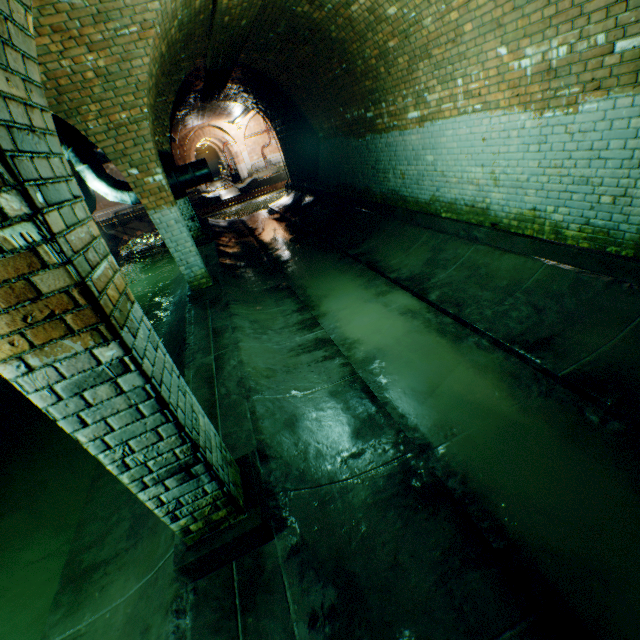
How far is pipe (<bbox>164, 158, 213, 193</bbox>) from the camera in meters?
9.4

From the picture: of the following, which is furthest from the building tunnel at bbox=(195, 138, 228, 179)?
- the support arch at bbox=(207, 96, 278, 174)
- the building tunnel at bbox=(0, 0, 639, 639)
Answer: the building tunnel at bbox=(0, 0, 639, 639)

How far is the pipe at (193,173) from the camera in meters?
9.4 m

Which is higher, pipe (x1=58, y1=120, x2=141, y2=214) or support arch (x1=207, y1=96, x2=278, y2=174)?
support arch (x1=207, y1=96, x2=278, y2=174)

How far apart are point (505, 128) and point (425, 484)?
4.5 meters

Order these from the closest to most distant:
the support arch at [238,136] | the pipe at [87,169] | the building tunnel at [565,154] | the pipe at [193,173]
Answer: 1. the building tunnel at [565,154]
2. the pipe at [87,169]
3. the pipe at [193,173]
4. the support arch at [238,136]

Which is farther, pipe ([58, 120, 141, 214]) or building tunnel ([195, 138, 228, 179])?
building tunnel ([195, 138, 228, 179])

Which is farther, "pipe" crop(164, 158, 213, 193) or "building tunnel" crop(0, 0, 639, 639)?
Answer: "pipe" crop(164, 158, 213, 193)
